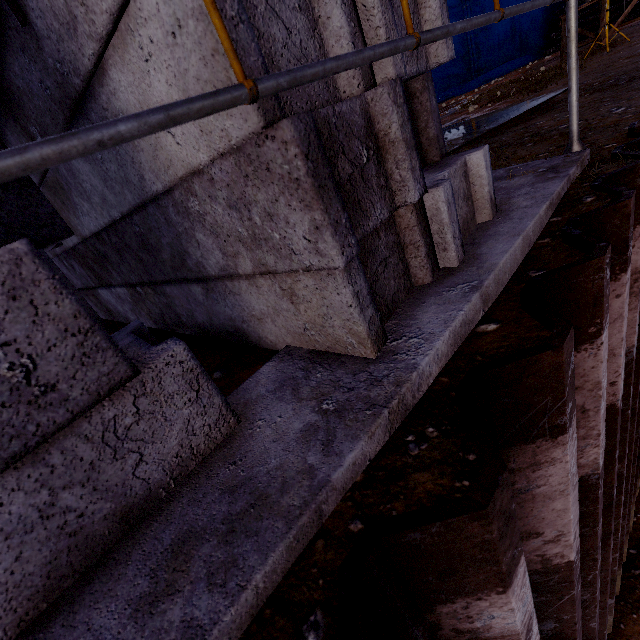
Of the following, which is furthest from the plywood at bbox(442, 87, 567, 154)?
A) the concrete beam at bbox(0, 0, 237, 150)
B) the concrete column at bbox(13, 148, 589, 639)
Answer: the concrete beam at bbox(0, 0, 237, 150)

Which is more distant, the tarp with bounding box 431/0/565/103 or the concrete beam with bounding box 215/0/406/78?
the tarp with bounding box 431/0/565/103

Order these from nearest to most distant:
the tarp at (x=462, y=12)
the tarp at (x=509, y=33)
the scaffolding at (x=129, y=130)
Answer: the scaffolding at (x=129, y=130) < the tarp at (x=509, y=33) < the tarp at (x=462, y=12)

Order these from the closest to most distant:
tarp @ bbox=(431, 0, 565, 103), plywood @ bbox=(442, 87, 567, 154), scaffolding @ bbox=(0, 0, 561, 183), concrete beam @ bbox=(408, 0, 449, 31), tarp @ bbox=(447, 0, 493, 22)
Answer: scaffolding @ bbox=(0, 0, 561, 183), concrete beam @ bbox=(408, 0, 449, 31), plywood @ bbox=(442, 87, 567, 154), tarp @ bbox=(431, 0, 565, 103), tarp @ bbox=(447, 0, 493, 22)

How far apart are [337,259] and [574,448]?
1.1 meters

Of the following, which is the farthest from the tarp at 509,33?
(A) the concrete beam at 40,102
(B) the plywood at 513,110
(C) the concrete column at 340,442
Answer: (C) the concrete column at 340,442

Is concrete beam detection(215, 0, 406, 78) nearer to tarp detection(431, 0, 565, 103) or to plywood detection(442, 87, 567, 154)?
plywood detection(442, 87, 567, 154)

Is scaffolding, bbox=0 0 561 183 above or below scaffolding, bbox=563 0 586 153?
above
